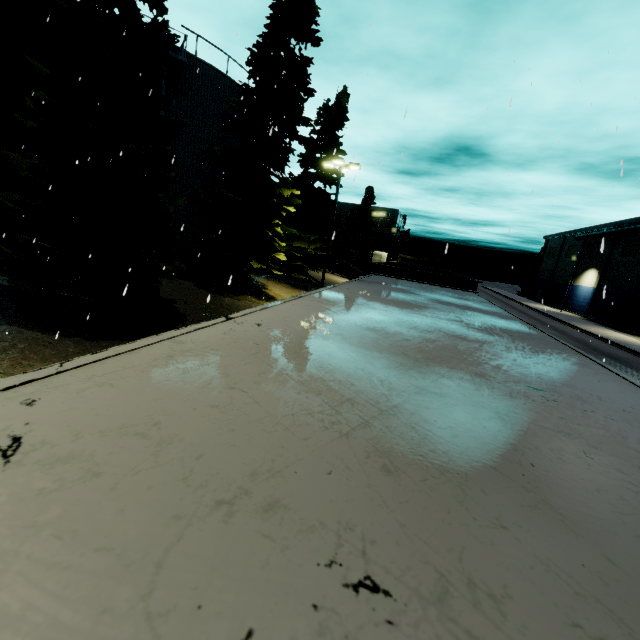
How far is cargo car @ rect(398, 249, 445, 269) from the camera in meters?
21.6

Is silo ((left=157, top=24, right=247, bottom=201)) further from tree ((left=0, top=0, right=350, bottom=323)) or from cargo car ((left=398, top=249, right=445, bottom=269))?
cargo car ((left=398, top=249, right=445, bottom=269))

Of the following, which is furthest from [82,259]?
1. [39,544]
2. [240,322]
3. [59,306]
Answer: [39,544]

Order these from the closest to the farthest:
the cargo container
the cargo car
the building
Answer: the cargo container < the cargo car < the building

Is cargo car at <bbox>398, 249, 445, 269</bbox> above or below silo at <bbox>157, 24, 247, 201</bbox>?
below

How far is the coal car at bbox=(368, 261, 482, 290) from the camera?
8.66m

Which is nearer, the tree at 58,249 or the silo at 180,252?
the tree at 58,249

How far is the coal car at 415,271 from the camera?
8.7m
